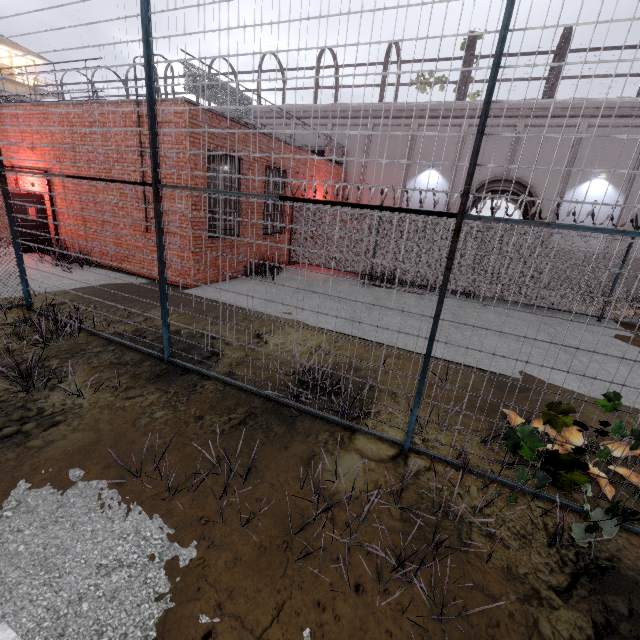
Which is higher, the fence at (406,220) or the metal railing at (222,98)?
the metal railing at (222,98)

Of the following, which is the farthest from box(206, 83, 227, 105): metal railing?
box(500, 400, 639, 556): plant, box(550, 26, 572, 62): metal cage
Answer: box(500, 400, 639, 556): plant

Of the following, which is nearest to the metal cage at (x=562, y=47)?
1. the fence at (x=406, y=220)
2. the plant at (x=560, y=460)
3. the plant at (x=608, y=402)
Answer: the fence at (x=406, y=220)

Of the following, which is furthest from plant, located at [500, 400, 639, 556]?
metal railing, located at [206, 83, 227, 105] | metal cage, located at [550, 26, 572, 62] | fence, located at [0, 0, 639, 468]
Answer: metal cage, located at [550, 26, 572, 62]

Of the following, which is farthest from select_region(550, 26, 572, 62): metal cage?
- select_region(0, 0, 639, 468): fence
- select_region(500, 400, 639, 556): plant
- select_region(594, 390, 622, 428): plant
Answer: select_region(594, 390, 622, 428): plant

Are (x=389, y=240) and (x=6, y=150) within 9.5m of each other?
no

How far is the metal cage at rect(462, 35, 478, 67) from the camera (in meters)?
15.44
